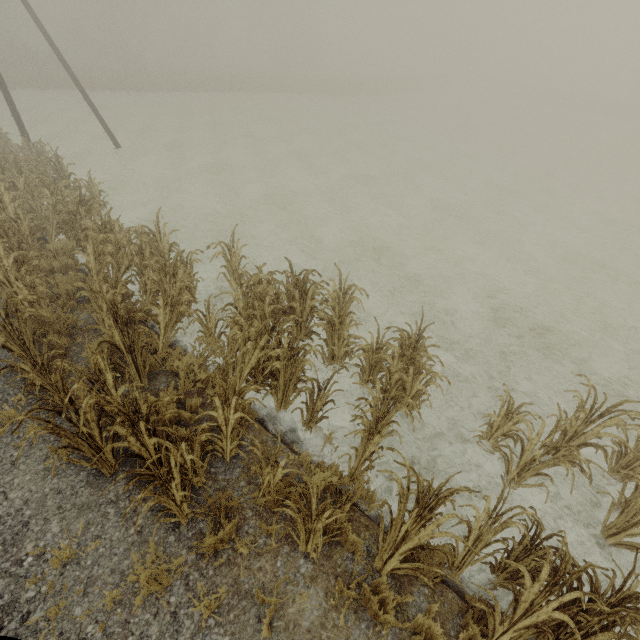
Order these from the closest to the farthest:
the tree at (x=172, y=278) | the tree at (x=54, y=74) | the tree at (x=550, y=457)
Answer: the tree at (x=550, y=457) < the tree at (x=172, y=278) < the tree at (x=54, y=74)

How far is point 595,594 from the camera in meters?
3.1 m

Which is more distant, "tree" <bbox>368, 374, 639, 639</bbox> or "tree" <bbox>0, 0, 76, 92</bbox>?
"tree" <bbox>0, 0, 76, 92</bbox>

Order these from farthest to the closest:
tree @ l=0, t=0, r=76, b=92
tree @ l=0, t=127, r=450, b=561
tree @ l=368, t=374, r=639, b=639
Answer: tree @ l=0, t=0, r=76, b=92 → tree @ l=0, t=127, r=450, b=561 → tree @ l=368, t=374, r=639, b=639

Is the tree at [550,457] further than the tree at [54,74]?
No
